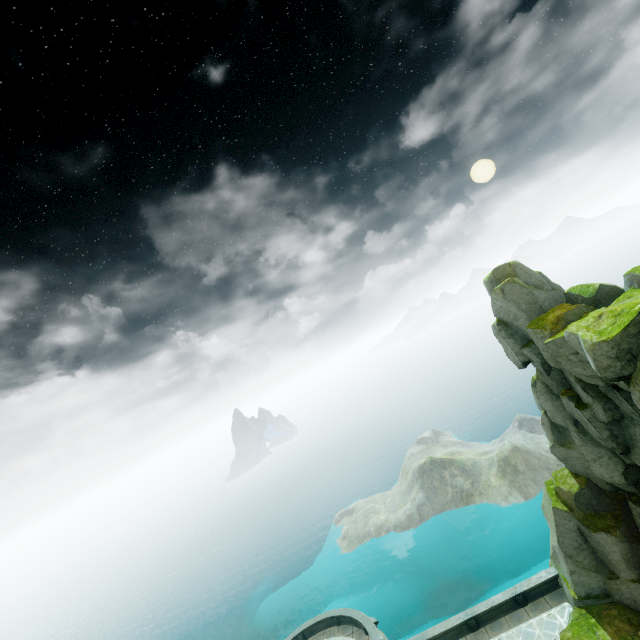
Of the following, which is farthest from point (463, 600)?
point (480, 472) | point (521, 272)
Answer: point (521, 272)
